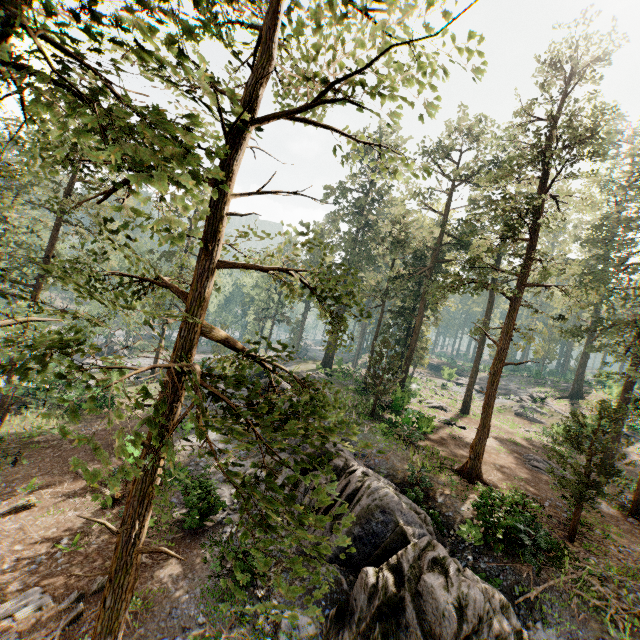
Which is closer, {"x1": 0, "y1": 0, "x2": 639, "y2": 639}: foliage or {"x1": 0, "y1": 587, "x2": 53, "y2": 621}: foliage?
{"x1": 0, "y1": 0, "x2": 639, "y2": 639}: foliage

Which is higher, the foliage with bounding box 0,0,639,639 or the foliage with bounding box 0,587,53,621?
the foliage with bounding box 0,0,639,639

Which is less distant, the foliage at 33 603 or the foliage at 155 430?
the foliage at 155 430

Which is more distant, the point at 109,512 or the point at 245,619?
the point at 109,512

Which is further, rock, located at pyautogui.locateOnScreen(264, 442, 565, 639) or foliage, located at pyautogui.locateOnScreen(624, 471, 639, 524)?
foliage, located at pyautogui.locateOnScreen(624, 471, 639, 524)

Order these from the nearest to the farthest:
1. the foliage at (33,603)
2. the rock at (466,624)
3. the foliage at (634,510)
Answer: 1. the rock at (466,624)
2. the foliage at (33,603)
3. the foliage at (634,510)

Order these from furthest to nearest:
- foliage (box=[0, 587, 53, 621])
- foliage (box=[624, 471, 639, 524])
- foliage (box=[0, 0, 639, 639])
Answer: foliage (box=[624, 471, 639, 524]) → foliage (box=[0, 587, 53, 621]) → foliage (box=[0, 0, 639, 639])
